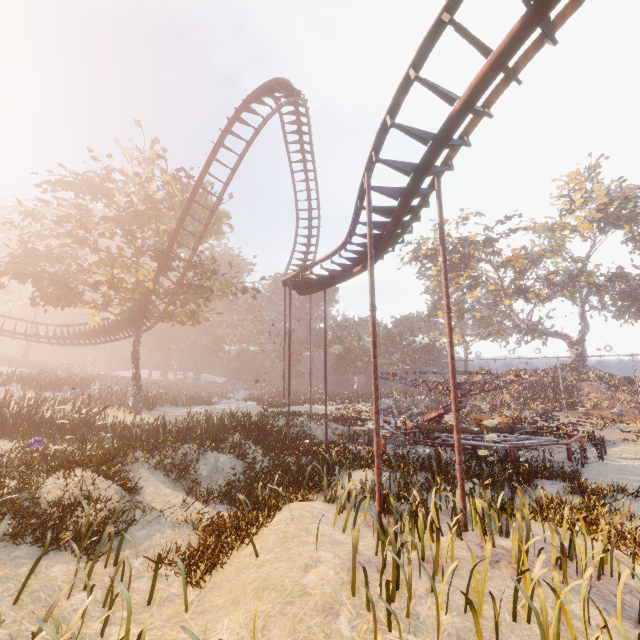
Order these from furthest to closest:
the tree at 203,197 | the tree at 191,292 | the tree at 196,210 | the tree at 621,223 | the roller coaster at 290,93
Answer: the tree at 621,223 → the tree at 196,210 → the tree at 203,197 → the tree at 191,292 → the roller coaster at 290,93

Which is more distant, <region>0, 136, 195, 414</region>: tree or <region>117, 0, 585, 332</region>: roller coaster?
<region>0, 136, 195, 414</region>: tree

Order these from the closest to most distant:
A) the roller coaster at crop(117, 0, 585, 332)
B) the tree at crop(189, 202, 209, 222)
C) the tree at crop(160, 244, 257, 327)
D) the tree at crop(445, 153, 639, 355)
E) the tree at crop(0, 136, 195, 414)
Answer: the roller coaster at crop(117, 0, 585, 332) < the tree at crop(0, 136, 195, 414) < the tree at crop(160, 244, 257, 327) < the tree at crop(189, 202, 209, 222) < the tree at crop(445, 153, 639, 355)

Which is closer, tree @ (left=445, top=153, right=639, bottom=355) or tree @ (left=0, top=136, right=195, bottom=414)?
tree @ (left=0, top=136, right=195, bottom=414)

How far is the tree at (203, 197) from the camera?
23.7 meters

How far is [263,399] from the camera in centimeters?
4350cm

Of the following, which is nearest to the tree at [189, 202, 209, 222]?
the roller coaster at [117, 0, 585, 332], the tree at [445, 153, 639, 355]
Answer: the roller coaster at [117, 0, 585, 332]
